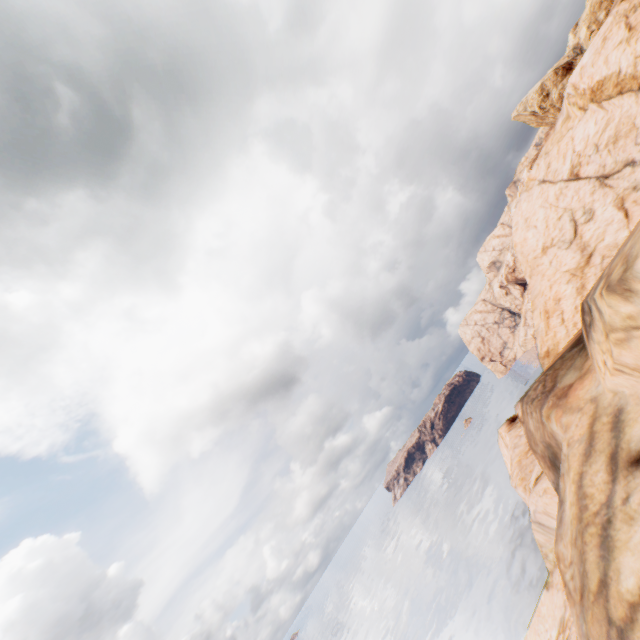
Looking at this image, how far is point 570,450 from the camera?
7.42m
